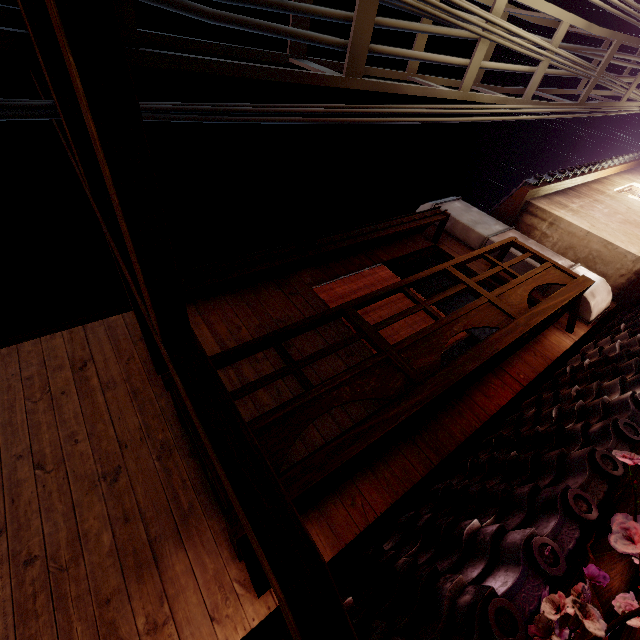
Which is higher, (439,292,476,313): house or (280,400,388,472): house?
(439,292,476,313): house

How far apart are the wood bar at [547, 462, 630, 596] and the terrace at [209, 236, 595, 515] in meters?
2.6

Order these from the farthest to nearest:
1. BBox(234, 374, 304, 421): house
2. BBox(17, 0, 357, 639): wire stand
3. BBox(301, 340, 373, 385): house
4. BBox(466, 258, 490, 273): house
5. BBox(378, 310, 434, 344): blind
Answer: BBox(466, 258, 490, 273): house
BBox(378, 310, 434, 344): blind
BBox(301, 340, 373, 385): house
BBox(234, 374, 304, 421): house
BBox(17, 0, 357, 639): wire stand

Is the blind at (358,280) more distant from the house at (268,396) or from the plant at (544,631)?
the plant at (544,631)

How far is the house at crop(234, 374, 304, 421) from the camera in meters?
7.3

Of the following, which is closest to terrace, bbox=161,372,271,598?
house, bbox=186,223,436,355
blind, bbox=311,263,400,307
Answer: house, bbox=186,223,436,355

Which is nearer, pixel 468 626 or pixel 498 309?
pixel 468 626

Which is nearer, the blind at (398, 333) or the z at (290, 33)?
the z at (290, 33)
